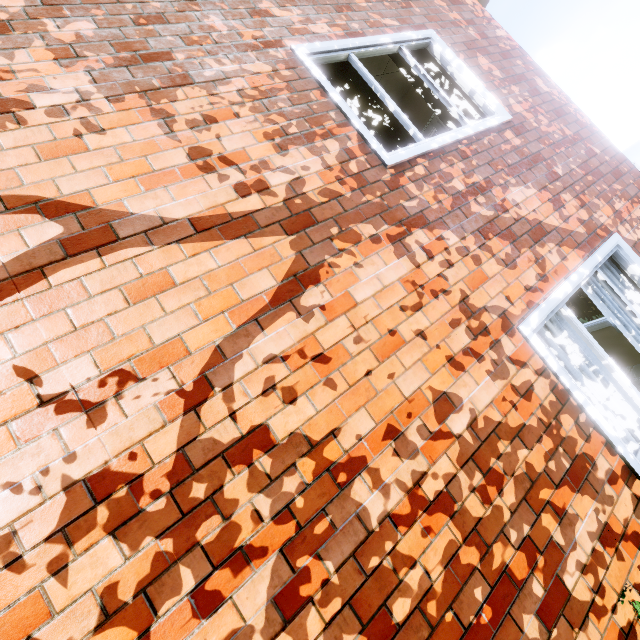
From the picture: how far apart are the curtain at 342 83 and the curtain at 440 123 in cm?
58

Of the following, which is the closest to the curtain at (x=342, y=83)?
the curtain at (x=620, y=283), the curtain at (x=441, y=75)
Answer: the curtain at (x=441, y=75)

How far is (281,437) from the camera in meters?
1.6 m

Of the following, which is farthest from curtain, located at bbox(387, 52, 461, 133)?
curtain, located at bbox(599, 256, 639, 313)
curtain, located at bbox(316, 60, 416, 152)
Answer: curtain, located at bbox(599, 256, 639, 313)

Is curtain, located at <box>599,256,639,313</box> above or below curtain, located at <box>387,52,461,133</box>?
below

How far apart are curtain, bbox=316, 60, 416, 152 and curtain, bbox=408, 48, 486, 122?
0.6m

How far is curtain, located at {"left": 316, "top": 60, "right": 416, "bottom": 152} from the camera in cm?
299

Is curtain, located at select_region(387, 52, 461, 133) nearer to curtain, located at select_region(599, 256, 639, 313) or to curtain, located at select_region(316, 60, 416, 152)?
curtain, located at select_region(316, 60, 416, 152)
